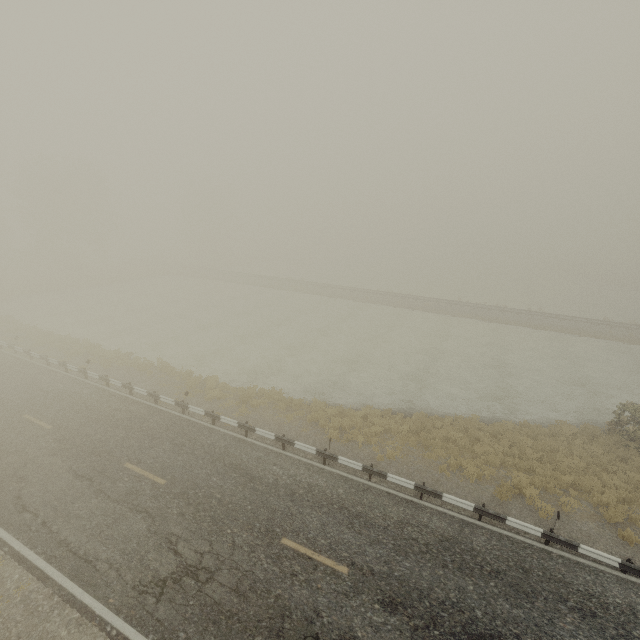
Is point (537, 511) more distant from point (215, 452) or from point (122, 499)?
point (122, 499)

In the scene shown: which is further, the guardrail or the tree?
the tree

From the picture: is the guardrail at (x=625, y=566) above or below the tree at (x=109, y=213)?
below

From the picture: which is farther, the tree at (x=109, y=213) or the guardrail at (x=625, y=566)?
the tree at (x=109, y=213)

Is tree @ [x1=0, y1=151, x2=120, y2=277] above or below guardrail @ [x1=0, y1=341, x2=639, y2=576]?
above
